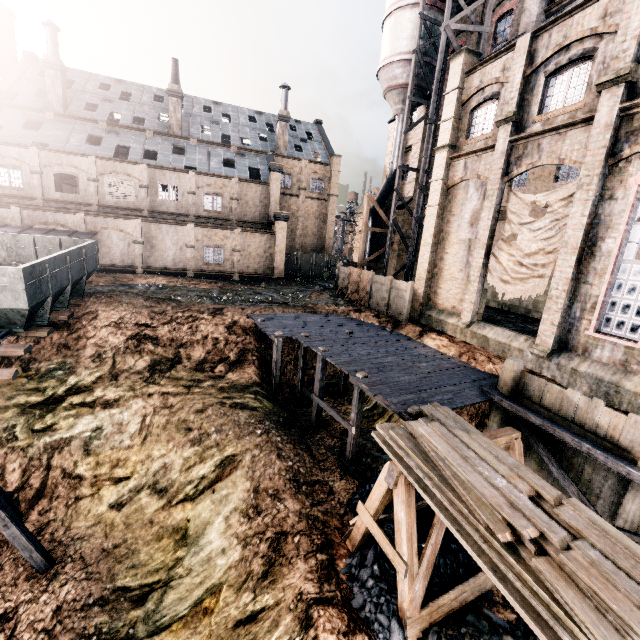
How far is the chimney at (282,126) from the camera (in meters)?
39.79

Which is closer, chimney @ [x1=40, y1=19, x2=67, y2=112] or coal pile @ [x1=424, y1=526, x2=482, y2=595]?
coal pile @ [x1=424, y1=526, x2=482, y2=595]

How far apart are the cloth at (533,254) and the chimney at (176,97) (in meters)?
36.15

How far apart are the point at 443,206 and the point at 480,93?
6.06m

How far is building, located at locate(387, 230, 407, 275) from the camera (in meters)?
30.09

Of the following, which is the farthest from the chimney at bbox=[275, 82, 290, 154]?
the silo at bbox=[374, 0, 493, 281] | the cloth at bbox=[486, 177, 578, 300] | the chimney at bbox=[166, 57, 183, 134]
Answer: the cloth at bbox=[486, 177, 578, 300]

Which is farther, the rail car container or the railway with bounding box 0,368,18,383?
the rail car container

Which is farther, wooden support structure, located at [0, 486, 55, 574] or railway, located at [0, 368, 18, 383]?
railway, located at [0, 368, 18, 383]
